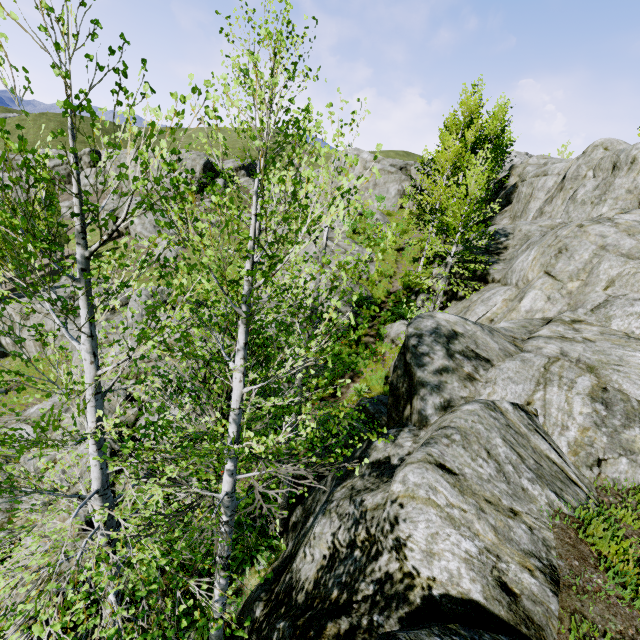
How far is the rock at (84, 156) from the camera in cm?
5691

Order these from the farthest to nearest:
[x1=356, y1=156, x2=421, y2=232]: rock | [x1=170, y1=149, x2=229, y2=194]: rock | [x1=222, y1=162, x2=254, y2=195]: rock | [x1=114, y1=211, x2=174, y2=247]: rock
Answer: [x1=222, y1=162, x2=254, y2=195]: rock < [x1=170, y1=149, x2=229, y2=194]: rock < [x1=114, y1=211, x2=174, y2=247]: rock < [x1=356, y1=156, x2=421, y2=232]: rock

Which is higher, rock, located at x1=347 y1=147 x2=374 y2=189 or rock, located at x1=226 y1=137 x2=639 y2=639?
rock, located at x1=347 y1=147 x2=374 y2=189

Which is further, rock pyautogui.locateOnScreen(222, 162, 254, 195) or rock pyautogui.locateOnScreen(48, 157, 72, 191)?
rock pyautogui.locateOnScreen(222, 162, 254, 195)

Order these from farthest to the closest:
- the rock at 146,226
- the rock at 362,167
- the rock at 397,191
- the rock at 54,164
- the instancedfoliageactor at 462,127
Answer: the rock at 54,164 < the rock at 146,226 < the rock at 362,167 < the rock at 397,191 < the instancedfoliageactor at 462,127

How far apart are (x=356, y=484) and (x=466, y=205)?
11.8 meters
